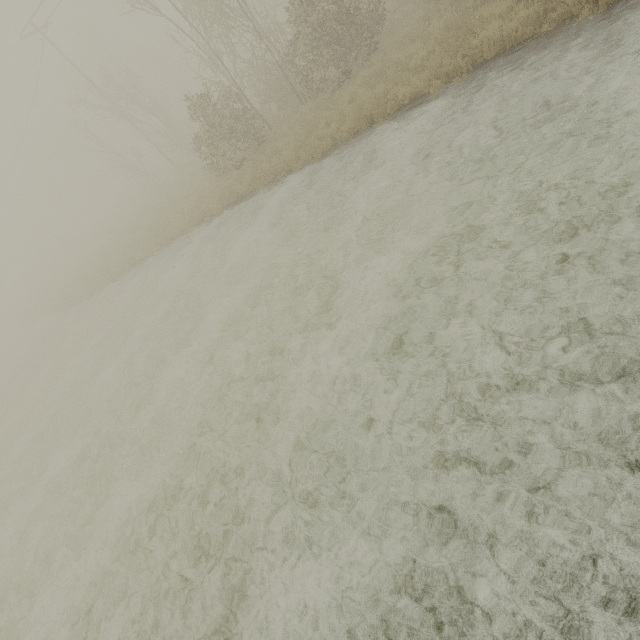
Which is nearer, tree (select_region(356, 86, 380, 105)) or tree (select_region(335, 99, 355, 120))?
tree (select_region(356, 86, 380, 105))

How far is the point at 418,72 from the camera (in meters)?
10.09

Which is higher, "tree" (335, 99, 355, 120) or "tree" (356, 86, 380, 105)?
"tree" (356, 86, 380, 105)

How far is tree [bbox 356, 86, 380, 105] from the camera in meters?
10.1 m

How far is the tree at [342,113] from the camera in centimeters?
1101cm
